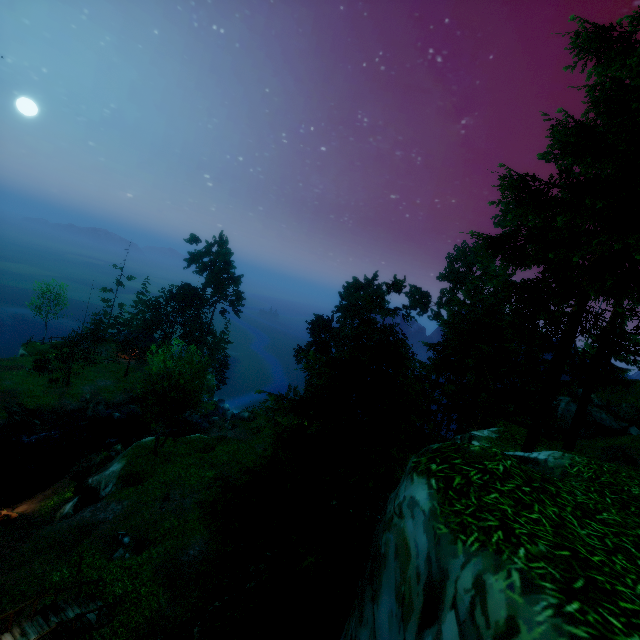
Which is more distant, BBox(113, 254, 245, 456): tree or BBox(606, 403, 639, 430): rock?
BBox(606, 403, 639, 430): rock

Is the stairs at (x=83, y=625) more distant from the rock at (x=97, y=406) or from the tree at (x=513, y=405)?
the rock at (x=97, y=406)

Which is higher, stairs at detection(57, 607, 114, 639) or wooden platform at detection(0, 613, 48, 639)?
wooden platform at detection(0, 613, 48, 639)

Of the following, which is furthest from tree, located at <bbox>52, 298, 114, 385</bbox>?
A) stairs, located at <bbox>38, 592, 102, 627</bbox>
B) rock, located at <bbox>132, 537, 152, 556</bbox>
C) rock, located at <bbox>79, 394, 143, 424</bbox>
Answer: stairs, located at <bbox>38, 592, 102, 627</bbox>

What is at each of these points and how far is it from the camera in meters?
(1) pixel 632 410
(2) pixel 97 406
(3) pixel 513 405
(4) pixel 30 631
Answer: (1) rock, 29.6 m
(2) rock, 39.7 m
(3) tree, 18.4 m
(4) wooden platform, 12.4 m

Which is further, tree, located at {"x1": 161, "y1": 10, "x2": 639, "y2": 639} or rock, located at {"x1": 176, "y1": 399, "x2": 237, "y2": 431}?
rock, located at {"x1": 176, "y1": 399, "x2": 237, "y2": 431}

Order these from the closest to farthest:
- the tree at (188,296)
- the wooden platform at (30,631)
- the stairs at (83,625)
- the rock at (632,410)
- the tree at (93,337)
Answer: the wooden platform at (30,631) < the stairs at (83,625) < the tree at (188,296) < the rock at (632,410) < the tree at (93,337)

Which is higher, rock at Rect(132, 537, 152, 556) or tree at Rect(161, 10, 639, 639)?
tree at Rect(161, 10, 639, 639)
